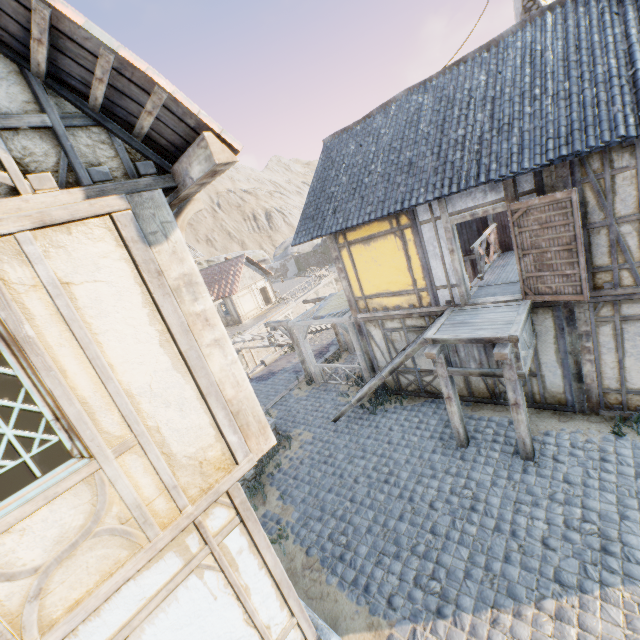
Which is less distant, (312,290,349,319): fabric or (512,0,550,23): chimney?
(512,0,550,23): chimney

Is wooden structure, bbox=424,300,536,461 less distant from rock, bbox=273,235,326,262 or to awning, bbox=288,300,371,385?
awning, bbox=288,300,371,385

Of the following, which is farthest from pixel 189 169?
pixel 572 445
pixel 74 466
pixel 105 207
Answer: pixel 572 445

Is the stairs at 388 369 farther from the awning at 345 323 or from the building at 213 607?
the building at 213 607

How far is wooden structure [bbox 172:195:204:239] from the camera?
3.4m

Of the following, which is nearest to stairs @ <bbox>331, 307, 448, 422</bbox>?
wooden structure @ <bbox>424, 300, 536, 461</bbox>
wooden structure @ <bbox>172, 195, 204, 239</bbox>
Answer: wooden structure @ <bbox>424, 300, 536, 461</bbox>

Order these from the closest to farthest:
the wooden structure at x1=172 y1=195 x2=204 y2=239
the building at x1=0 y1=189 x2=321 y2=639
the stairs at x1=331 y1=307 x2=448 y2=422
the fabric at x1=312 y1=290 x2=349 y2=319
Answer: the building at x1=0 y1=189 x2=321 y2=639, the wooden structure at x1=172 y1=195 x2=204 y2=239, the stairs at x1=331 y1=307 x2=448 y2=422, the fabric at x1=312 y1=290 x2=349 y2=319

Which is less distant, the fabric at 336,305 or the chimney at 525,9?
the chimney at 525,9
